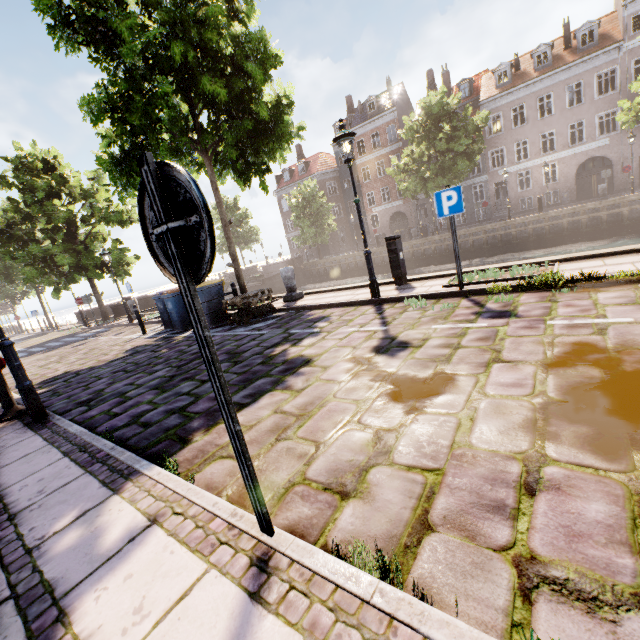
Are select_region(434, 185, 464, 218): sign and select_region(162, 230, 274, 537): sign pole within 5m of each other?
no

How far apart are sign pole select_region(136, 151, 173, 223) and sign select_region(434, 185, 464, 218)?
5.7m

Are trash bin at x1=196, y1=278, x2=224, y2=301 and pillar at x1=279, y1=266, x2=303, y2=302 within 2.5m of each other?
yes

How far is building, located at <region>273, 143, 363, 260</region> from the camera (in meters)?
43.28

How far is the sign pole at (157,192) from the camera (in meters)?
1.34

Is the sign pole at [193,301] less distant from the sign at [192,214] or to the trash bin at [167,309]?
the sign at [192,214]

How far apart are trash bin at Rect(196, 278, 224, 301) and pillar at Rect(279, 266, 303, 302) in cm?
179

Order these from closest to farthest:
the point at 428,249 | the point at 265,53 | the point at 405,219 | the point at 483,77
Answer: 1. the point at 265,53
2. the point at 428,249
3. the point at 483,77
4. the point at 405,219
